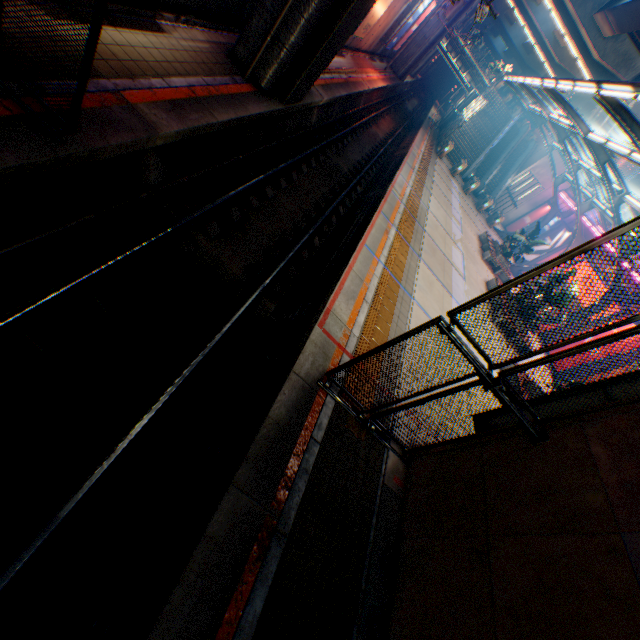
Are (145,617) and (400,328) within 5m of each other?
no

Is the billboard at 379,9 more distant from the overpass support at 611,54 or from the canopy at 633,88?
the overpass support at 611,54

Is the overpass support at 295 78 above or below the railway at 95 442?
above

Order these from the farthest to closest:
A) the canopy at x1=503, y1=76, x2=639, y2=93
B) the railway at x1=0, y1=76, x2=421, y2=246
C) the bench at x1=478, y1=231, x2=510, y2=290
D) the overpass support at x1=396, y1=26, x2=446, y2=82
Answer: the overpass support at x1=396, y1=26, x2=446, y2=82, the bench at x1=478, y1=231, x2=510, y2=290, the canopy at x1=503, y1=76, x2=639, y2=93, the railway at x1=0, y1=76, x2=421, y2=246

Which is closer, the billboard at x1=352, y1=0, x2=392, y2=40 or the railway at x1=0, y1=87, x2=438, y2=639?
the railway at x1=0, y1=87, x2=438, y2=639

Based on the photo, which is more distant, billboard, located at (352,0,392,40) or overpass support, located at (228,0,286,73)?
billboard, located at (352,0,392,40)

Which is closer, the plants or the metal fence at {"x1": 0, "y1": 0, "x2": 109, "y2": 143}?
the metal fence at {"x1": 0, "y1": 0, "x2": 109, "y2": 143}

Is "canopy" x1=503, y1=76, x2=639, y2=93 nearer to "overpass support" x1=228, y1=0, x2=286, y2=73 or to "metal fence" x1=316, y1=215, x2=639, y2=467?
"metal fence" x1=316, y1=215, x2=639, y2=467
